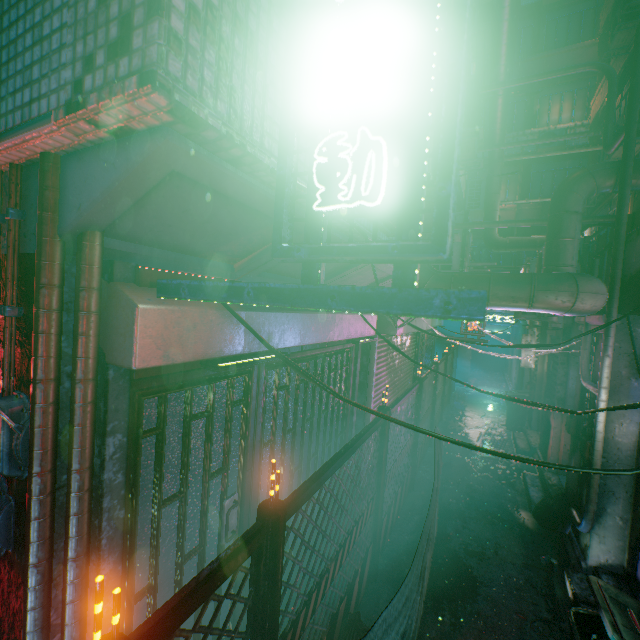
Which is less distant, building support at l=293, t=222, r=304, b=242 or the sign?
the sign

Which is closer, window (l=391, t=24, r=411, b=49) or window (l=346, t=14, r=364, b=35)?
window (l=346, t=14, r=364, b=35)

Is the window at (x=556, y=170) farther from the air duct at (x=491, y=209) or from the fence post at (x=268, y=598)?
the fence post at (x=268, y=598)

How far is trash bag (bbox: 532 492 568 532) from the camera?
4.3 meters

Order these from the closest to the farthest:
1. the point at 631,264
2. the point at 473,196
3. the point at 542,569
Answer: the point at 631,264 → the point at 542,569 → the point at 473,196

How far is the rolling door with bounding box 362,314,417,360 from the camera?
4.6 meters

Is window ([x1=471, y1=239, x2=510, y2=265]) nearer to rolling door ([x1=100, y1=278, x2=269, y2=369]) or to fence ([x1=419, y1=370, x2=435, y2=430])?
fence ([x1=419, y1=370, x2=435, y2=430])

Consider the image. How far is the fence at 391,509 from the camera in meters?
3.7 m
